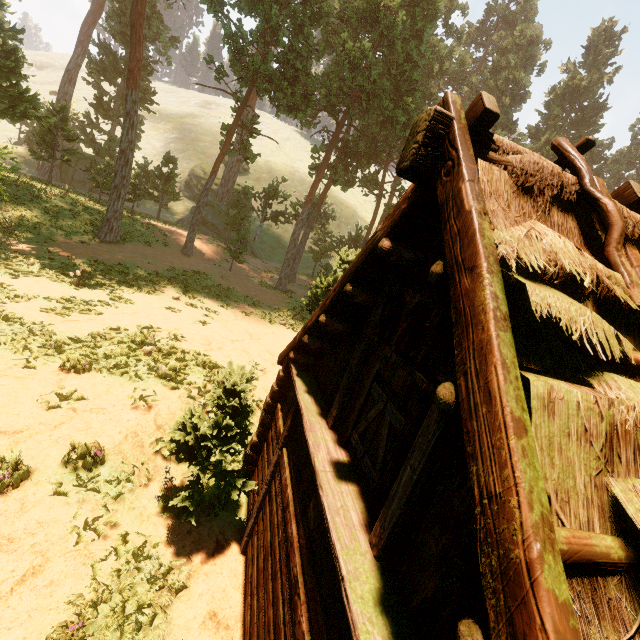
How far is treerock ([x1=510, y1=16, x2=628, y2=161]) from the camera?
33.2m

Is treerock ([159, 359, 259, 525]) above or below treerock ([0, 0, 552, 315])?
below

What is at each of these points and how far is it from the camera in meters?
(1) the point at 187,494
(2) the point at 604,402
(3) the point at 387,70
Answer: (1) treerock, 6.0 m
(2) building, 1.8 m
(3) treerock, 24.5 m

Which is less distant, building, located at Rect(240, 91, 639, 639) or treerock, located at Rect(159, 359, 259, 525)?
building, located at Rect(240, 91, 639, 639)

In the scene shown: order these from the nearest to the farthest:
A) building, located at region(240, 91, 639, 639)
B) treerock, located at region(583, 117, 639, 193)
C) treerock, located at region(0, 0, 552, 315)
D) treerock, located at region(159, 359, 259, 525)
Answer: building, located at region(240, 91, 639, 639), treerock, located at region(159, 359, 259, 525), treerock, located at region(0, 0, 552, 315), treerock, located at region(583, 117, 639, 193)

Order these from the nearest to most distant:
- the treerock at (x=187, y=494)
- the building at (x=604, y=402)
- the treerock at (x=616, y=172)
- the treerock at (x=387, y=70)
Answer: the building at (x=604, y=402)
the treerock at (x=187, y=494)
the treerock at (x=387, y=70)
the treerock at (x=616, y=172)

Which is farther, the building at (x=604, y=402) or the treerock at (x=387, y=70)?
the treerock at (x=387, y=70)
